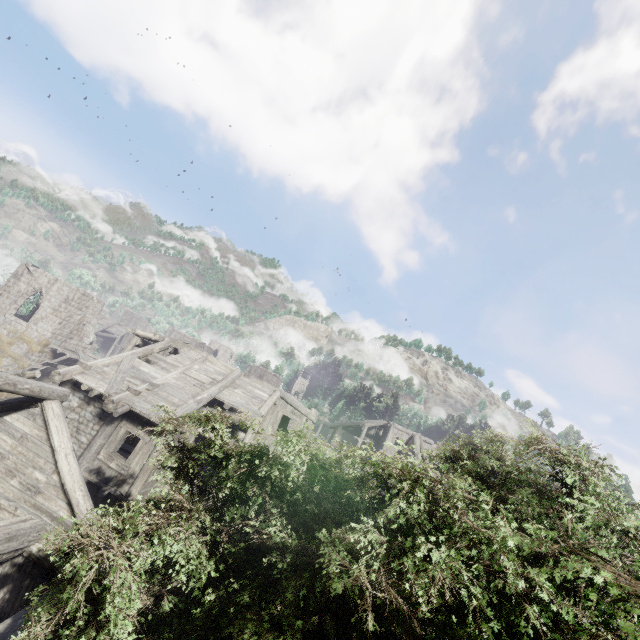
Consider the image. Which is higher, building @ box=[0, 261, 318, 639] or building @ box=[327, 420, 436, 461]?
building @ box=[327, 420, 436, 461]

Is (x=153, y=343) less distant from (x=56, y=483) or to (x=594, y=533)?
(x=56, y=483)

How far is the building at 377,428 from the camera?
23.3m

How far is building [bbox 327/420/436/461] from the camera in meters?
23.3

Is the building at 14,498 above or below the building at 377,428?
below

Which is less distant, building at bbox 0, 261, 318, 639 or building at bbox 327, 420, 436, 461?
building at bbox 0, 261, 318, 639
